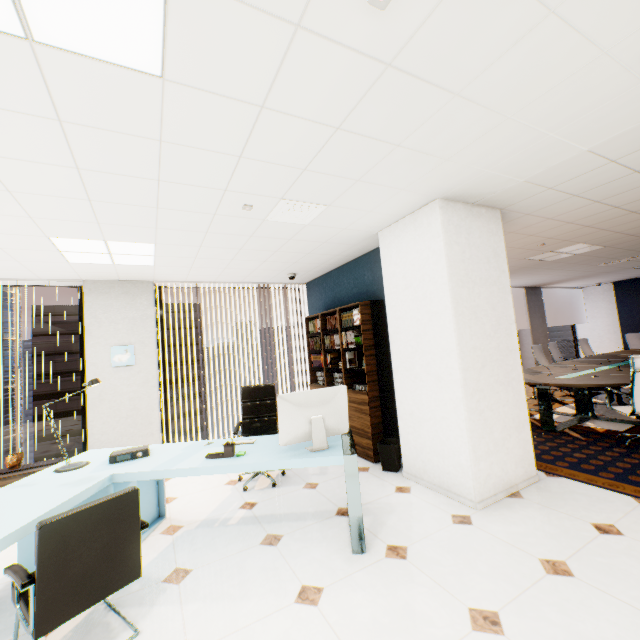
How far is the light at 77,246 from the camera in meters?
3.5

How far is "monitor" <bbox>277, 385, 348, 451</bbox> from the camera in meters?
2.7 m

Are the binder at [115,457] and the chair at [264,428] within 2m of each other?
yes

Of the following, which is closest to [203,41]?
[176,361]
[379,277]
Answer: [379,277]

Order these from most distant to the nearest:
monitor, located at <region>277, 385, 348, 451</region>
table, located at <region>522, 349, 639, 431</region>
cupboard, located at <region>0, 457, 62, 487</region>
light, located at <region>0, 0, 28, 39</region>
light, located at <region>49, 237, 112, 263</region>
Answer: table, located at <region>522, 349, 639, 431</region> → cupboard, located at <region>0, 457, 62, 487</region> → light, located at <region>49, 237, 112, 263</region> → monitor, located at <region>277, 385, 348, 451</region> → light, located at <region>0, 0, 28, 39</region>

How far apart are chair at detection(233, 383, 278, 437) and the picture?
2.1 meters

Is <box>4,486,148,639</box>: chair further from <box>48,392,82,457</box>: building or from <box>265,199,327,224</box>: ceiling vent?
<box>48,392,82,457</box>: building

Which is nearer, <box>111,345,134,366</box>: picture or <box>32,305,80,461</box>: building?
<box>111,345,134,366</box>: picture
